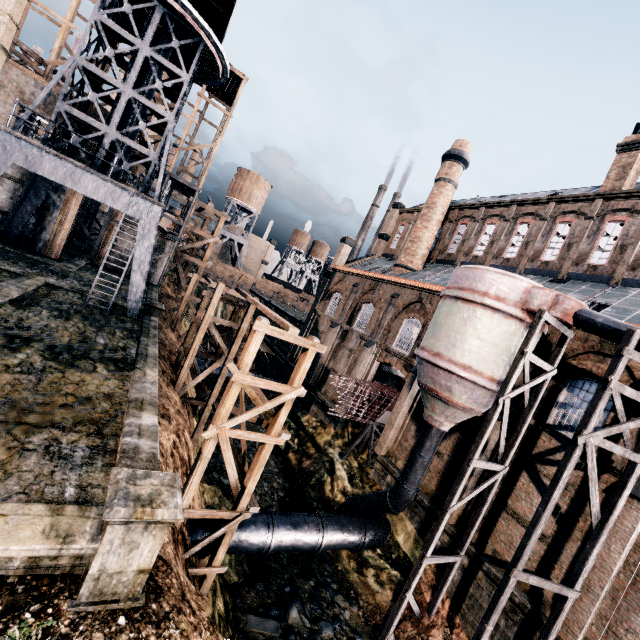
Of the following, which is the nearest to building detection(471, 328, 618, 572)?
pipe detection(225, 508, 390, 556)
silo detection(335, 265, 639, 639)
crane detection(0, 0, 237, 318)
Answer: silo detection(335, 265, 639, 639)

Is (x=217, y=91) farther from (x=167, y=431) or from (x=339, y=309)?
(x=167, y=431)

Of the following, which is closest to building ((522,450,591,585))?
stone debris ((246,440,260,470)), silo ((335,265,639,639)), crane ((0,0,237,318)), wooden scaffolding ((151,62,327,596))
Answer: silo ((335,265,639,639))

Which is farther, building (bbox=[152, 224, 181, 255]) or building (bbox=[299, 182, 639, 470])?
building (bbox=[152, 224, 181, 255])

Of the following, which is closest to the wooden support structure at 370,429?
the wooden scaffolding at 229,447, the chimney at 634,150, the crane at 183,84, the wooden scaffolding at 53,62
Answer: the wooden scaffolding at 229,447

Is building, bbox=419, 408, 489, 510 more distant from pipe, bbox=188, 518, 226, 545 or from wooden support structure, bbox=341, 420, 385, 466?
pipe, bbox=188, 518, 226, 545

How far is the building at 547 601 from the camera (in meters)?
13.24

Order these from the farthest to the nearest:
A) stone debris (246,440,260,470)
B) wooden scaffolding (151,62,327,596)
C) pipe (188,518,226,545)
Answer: stone debris (246,440,260,470) → pipe (188,518,226,545) → wooden scaffolding (151,62,327,596)
